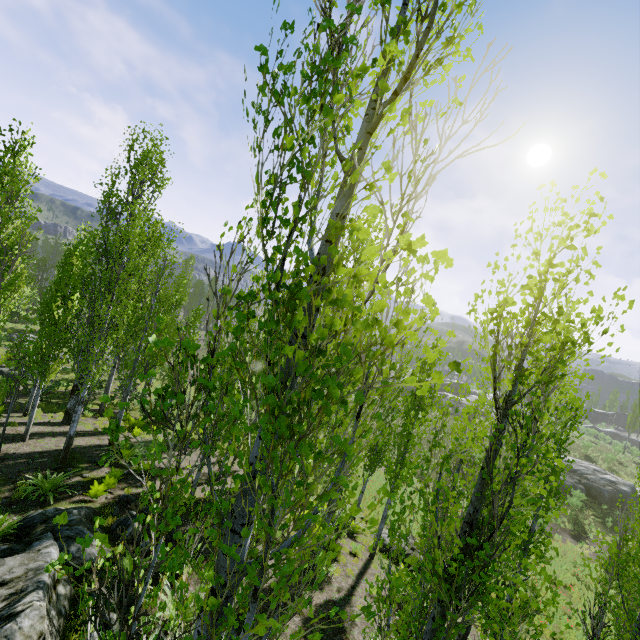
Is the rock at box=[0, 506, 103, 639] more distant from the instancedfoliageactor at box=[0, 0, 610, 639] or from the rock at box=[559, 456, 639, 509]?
the rock at box=[559, 456, 639, 509]

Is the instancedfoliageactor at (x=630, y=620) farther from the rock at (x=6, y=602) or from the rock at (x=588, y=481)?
the rock at (x=588, y=481)

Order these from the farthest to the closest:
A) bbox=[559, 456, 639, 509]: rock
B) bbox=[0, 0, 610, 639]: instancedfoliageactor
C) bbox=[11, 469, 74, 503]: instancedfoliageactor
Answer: bbox=[559, 456, 639, 509]: rock, bbox=[11, 469, 74, 503]: instancedfoliageactor, bbox=[0, 0, 610, 639]: instancedfoliageactor

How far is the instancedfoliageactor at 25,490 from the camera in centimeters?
951cm

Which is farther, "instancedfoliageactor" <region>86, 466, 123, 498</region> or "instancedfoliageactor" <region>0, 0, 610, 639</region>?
"instancedfoliageactor" <region>86, 466, 123, 498</region>

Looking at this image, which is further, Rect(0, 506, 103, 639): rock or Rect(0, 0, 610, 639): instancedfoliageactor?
Rect(0, 506, 103, 639): rock

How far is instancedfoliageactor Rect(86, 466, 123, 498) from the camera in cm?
1050

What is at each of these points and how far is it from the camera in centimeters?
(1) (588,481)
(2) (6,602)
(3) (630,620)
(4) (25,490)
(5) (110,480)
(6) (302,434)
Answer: (1) rock, 3388cm
(2) rock, 547cm
(3) instancedfoliageactor, 553cm
(4) instancedfoliageactor, 969cm
(5) instancedfoliageactor, 1115cm
(6) instancedfoliageactor, 192cm
